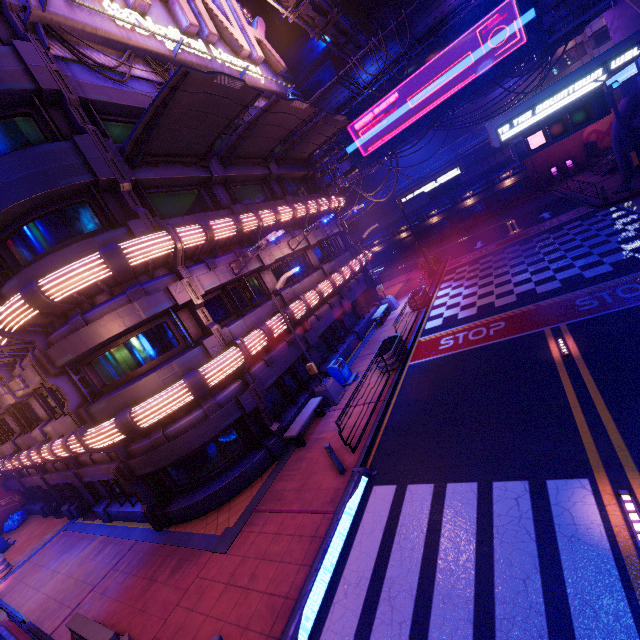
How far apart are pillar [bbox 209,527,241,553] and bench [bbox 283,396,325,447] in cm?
327

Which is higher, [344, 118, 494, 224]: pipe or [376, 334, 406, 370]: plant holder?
[344, 118, 494, 224]: pipe

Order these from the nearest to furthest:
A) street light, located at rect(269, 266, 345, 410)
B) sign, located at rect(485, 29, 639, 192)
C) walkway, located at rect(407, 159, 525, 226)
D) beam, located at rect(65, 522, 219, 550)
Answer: sign, located at rect(485, 29, 639, 192)
beam, located at rect(65, 522, 219, 550)
street light, located at rect(269, 266, 345, 410)
walkway, located at rect(407, 159, 525, 226)

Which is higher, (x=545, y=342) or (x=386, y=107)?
(x=386, y=107)

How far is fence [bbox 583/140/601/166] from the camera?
33.2 meters

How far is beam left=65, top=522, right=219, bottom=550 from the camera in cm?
1018

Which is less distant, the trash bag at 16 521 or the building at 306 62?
the trash bag at 16 521

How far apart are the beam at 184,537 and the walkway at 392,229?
47.72m
